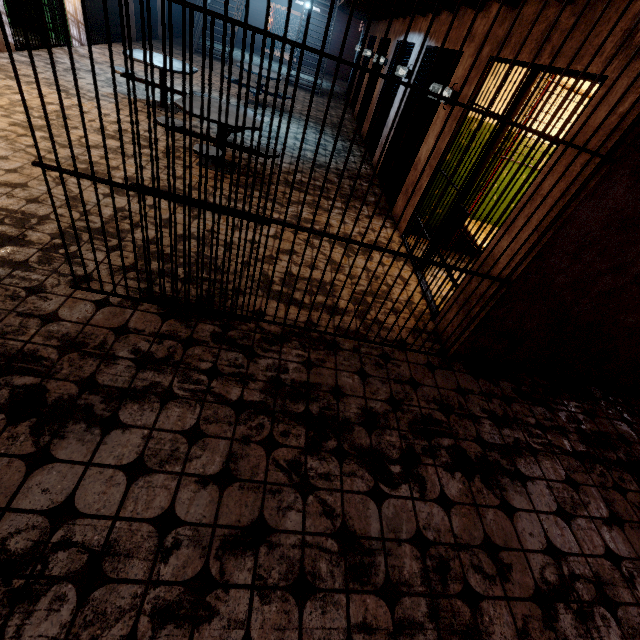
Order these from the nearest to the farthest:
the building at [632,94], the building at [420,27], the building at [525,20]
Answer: the building at [632,94] → the building at [525,20] → the building at [420,27]

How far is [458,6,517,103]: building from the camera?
3.5 meters

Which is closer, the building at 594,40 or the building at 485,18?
the building at 594,40

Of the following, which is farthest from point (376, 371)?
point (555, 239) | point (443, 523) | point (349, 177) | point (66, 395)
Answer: point (349, 177)

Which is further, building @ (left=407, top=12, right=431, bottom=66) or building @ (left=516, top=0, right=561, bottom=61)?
building @ (left=407, top=12, right=431, bottom=66)

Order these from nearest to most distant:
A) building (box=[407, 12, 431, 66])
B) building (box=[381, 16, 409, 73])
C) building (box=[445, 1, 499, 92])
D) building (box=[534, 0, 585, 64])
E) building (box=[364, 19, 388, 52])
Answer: building (box=[534, 0, 585, 64])
building (box=[445, 1, 499, 92])
building (box=[407, 12, 431, 66])
building (box=[381, 16, 409, 73])
building (box=[364, 19, 388, 52])
